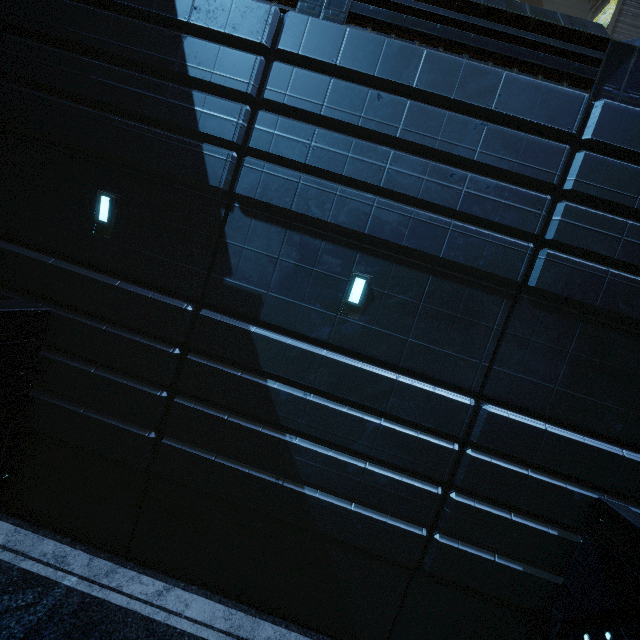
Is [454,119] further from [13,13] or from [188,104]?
[13,13]
